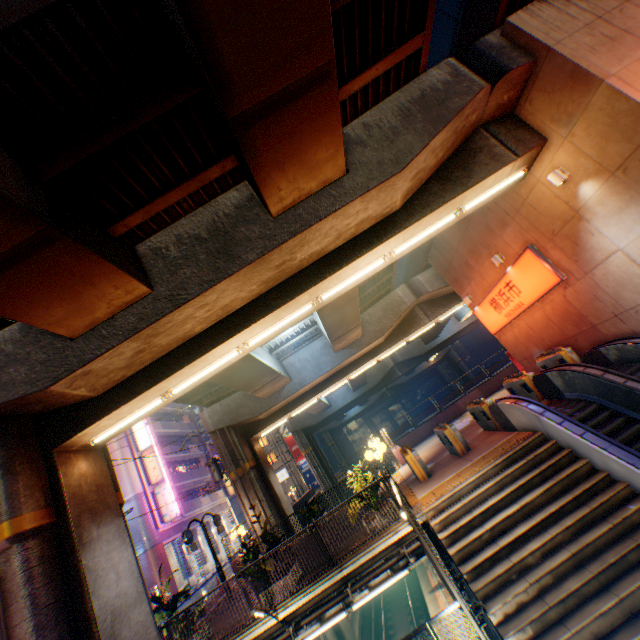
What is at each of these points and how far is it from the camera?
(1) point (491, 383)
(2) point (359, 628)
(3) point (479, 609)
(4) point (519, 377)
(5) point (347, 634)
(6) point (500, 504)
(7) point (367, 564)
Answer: (1) concrete block, 23.70m
(2) railway, 19.14m
(3) metal fence, 6.06m
(4) ticket machine, 12.50m
(5) overpass support, 17.28m
(6) steps, 7.92m
(7) bridge, 9.03m

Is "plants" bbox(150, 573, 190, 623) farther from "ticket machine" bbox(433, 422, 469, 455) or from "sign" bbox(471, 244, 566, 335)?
"sign" bbox(471, 244, 566, 335)

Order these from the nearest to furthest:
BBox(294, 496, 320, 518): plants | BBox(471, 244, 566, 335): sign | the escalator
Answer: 1. the escalator
2. BBox(471, 244, 566, 335): sign
3. BBox(294, 496, 320, 518): plants

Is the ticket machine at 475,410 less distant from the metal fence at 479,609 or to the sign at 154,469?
the metal fence at 479,609

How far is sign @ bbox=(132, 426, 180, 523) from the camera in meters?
29.0 m

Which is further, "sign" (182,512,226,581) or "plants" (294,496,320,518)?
"plants" (294,496,320,518)

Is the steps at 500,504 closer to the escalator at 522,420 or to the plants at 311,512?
the escalator at 522,420

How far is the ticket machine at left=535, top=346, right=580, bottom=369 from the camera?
12.27m
